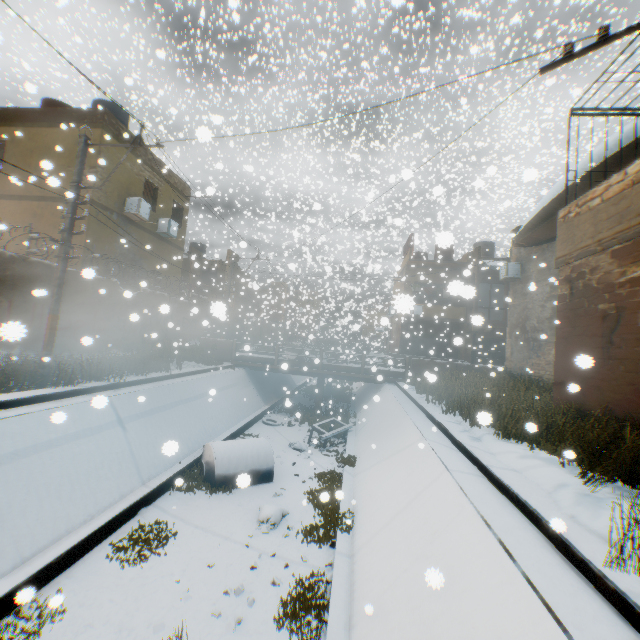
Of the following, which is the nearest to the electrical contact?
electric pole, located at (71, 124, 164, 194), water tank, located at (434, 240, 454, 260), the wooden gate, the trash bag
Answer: water tank, located at (434, 240, 454, 260)

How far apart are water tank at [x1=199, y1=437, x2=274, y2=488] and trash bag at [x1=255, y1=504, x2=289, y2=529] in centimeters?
123cm

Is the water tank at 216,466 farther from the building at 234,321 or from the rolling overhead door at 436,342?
the rolling overhead door at 436,342

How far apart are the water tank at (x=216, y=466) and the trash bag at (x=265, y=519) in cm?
123

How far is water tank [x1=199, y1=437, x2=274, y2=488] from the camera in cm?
888

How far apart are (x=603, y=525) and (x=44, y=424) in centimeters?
918cm

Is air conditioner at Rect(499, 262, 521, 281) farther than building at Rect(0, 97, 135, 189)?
Yes

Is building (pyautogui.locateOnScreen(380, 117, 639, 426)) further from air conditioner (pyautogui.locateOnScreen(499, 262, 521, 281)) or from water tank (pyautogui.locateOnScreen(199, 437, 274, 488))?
water tank (pyautogui.locateOnScreen(199, 437, 274, 488))
